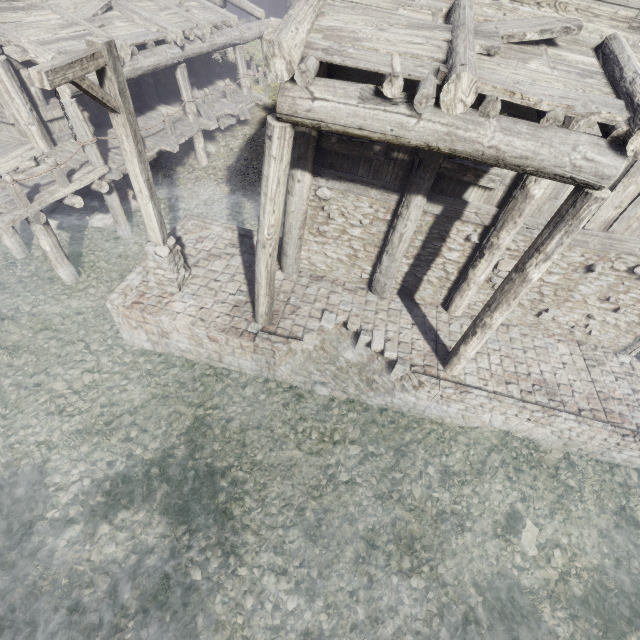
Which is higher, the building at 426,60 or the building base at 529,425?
the building at 426,60

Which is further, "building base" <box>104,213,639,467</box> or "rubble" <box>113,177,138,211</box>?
"rubble" <box>113,177,138,211</box>

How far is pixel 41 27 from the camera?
8.4m

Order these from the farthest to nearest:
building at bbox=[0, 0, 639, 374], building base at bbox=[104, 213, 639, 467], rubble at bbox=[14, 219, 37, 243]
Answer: rubble at bbox=[14, 219, 37, 243] → building base at bbox=[104, 213, 639, 467] → building at bbox=[0, 0, 639, 374]

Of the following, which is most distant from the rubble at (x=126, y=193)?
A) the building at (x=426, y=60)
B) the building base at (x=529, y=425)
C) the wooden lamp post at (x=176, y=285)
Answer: the wooden lamp post at (x=176, y=285)

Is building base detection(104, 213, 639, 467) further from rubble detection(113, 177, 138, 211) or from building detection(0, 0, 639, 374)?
rubble detection(113, 177, 138, 211)

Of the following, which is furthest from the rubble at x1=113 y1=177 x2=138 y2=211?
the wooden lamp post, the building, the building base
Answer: the wooden lamp post

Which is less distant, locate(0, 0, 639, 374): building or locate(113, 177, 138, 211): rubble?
locate(0, 0, 639, 374): building
